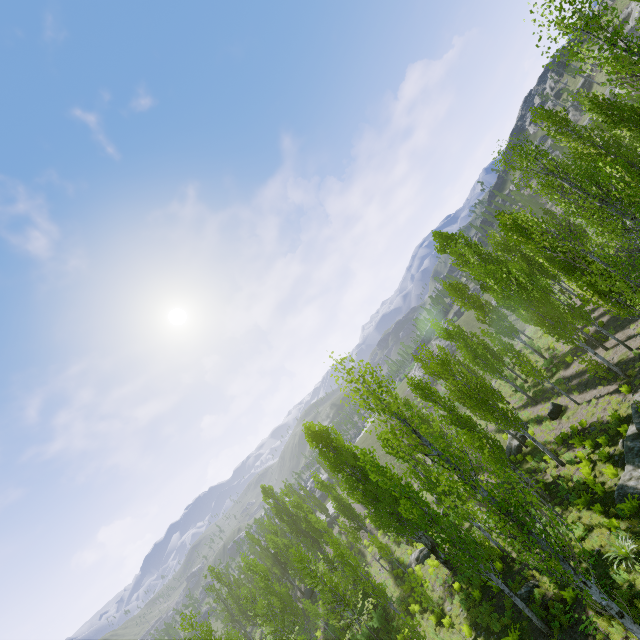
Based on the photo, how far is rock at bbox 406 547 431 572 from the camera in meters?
26.6 m

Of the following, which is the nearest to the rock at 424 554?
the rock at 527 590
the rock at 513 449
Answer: the rock at 513 449

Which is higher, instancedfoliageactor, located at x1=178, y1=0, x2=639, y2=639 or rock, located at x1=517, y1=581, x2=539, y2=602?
instancedfoliageactor, located at x1=178, y1=0, x2=639, y2=639

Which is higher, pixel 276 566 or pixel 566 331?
pixel 566 331

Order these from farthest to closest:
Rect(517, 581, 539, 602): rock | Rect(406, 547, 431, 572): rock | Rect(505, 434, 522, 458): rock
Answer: Rect(406, 547, 431, 572): rock < Rect(505, 434, 522, 458): rock < Rect(517, 581, 539, 602): rock

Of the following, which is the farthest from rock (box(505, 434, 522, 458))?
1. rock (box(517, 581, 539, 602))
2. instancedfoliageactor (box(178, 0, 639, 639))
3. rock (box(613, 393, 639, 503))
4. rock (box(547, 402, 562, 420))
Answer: rock (box(517, 581, 539, 602))

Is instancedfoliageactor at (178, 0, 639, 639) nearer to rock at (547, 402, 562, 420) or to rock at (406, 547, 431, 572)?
rock at (547, 402, 562, 420)

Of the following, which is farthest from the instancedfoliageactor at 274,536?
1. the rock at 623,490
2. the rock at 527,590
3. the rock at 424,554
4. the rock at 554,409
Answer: the rock at 424,554
